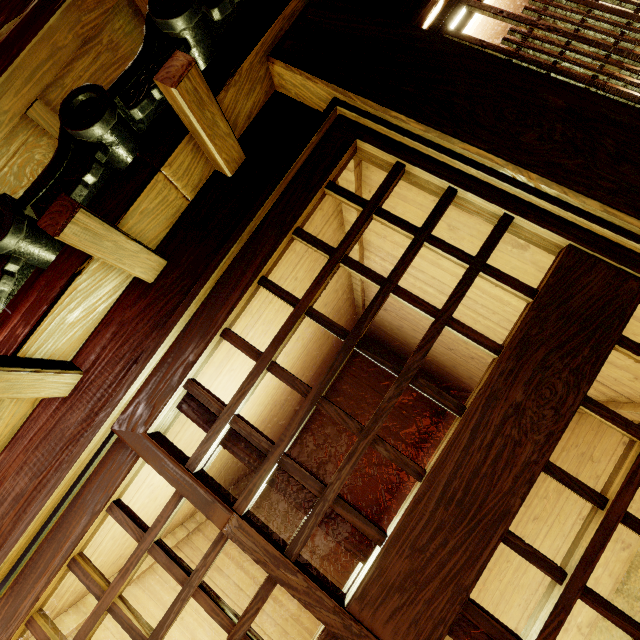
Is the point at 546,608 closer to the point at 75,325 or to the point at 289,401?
the point at 75,325

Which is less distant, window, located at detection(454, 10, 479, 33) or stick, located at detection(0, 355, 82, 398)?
stick, located at detection(0, 355, 82, 398)

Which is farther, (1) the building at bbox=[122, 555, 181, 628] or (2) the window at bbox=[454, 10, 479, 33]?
(1) the building at bbox=[122, 555, 181, 628]

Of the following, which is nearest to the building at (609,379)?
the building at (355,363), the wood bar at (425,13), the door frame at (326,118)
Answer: the door frame at (326,118)

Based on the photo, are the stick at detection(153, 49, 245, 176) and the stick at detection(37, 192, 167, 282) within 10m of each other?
yes

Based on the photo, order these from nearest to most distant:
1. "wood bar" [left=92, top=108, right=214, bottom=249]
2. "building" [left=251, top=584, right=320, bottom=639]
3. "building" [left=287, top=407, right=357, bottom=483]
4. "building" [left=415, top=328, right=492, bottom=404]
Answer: "wood bar" [left=92, top=108, right=214, bottom=249] → "building" [left=251, top=584, right=320, bottom=639] → "building" [left=415, top=328, right=492, bottom=404] → "building" [left=287, top=407, right=357, bottom=483]

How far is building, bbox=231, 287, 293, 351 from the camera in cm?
397

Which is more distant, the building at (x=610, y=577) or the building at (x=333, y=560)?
the building at (x=333, y=560)
